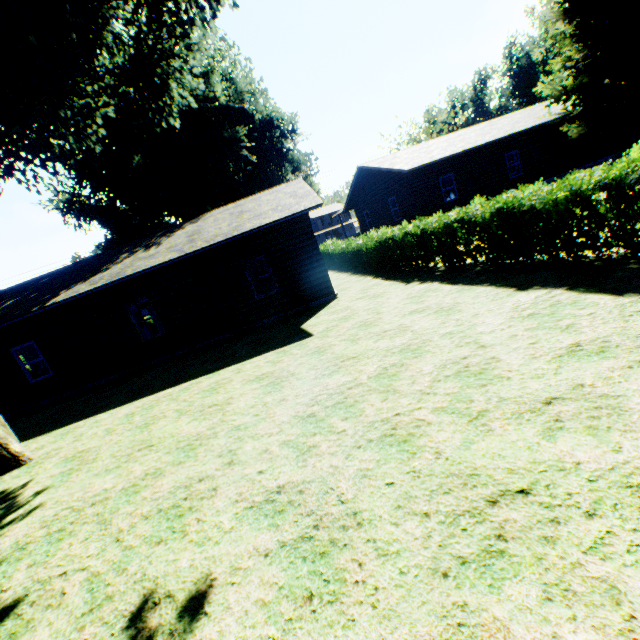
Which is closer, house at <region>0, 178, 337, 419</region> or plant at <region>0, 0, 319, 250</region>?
plant at <region>0, 0, 319, 250</region>

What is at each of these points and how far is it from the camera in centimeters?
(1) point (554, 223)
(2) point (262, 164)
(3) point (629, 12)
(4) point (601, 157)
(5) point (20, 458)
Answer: (1) hedge, 677cm
(2) plant, 2900cm
(3) plant, 1567cm
(4) house, 2252cm
(5) plant, 717cm

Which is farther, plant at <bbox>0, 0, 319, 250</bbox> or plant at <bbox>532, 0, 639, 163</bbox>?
plant at <bbox>532, 0, 639, 163</bbox>

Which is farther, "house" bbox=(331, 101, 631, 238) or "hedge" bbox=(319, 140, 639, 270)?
"house" bbox=(331, 101, 631, 238)

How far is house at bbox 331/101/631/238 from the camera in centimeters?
1995cm

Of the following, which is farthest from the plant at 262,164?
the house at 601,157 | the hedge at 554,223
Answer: the hedge at 554,223

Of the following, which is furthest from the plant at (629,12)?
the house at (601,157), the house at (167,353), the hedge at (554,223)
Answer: the house at (167,353)

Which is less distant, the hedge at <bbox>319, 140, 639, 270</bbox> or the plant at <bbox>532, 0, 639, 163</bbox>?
the hedge at <bbox>319, 140, 639, 270</bbox>
